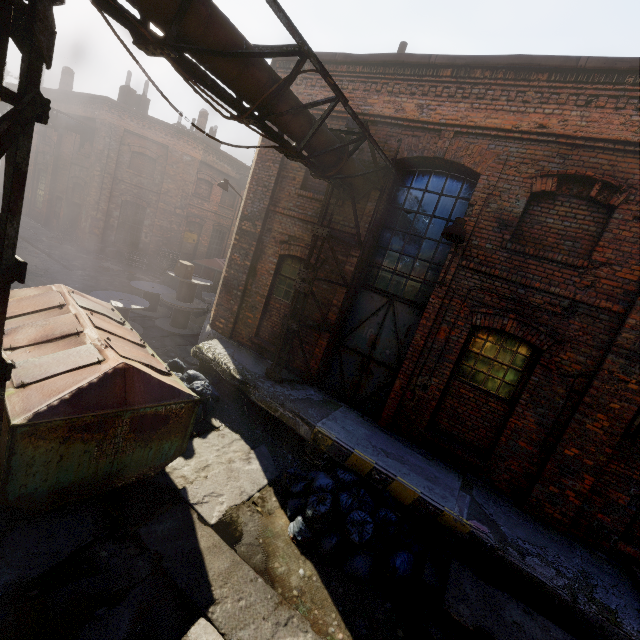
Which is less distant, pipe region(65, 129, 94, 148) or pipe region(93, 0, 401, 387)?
pipe region(93, 0, 401, 387)

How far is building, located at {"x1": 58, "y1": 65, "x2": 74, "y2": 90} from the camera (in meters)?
21.61

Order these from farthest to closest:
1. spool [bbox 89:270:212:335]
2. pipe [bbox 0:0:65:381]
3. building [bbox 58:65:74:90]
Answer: building [bbox 58:65:74:90] → spool [bbox 89:270:212:335] → pipe [bbox 0:0:65:381]

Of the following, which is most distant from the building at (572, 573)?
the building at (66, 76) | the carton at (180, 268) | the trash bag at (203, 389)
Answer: the building at (66, 76)

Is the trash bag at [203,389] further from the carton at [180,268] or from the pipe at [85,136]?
the pipe at [85,136]

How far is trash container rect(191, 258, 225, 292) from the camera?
18.2 meters

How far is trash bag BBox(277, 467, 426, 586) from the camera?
4.70m

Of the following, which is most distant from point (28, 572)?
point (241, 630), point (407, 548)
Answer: point (407, 548)
